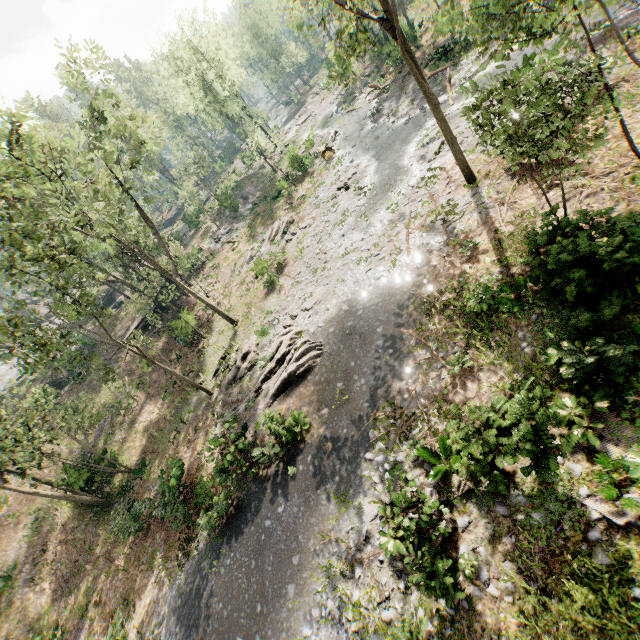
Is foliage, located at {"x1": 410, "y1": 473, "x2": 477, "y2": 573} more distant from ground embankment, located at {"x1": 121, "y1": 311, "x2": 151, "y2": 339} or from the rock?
the rock

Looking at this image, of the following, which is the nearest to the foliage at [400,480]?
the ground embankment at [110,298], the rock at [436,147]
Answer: the ground embankment at [110,298]

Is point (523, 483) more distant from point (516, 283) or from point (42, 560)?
point (42, 560)

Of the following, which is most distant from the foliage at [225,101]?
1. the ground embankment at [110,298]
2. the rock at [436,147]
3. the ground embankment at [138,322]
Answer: the rock at [436,147]

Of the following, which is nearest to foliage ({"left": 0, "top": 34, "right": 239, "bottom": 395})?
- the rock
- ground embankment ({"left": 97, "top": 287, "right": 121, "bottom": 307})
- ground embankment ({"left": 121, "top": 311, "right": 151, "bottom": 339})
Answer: ground embankment ({"left": 97, "top": 287, "right": 121, "bottom": 307})

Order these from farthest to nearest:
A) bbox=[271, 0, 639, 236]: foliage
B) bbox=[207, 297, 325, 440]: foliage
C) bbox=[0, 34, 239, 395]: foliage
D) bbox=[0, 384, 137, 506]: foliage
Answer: bbox=[0, 384, 137, 506]: foliage
bbox=[207, 297, 325, 440]: foliage
bbox=[0, 34, 239, 395]: foliage
bbox=[271, 0, 639, 236]: foliage

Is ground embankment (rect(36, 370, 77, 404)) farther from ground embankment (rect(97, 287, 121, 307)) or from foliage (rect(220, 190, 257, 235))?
ground embankment (rect(97, 287, 121, 307))
